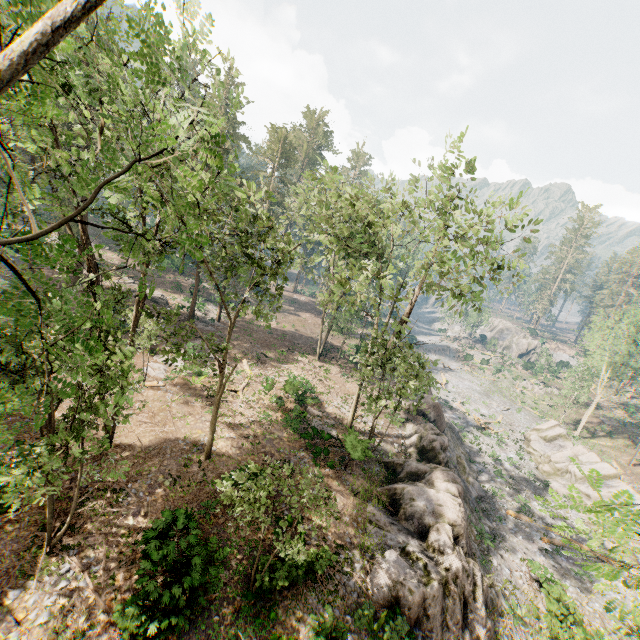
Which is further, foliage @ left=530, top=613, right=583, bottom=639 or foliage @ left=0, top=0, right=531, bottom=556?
foliage @ left=530, top=613, right=583, bottom=639

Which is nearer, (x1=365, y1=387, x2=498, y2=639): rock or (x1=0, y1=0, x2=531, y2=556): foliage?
(x1=0, y1=0, x2=531, y2=556): foliage

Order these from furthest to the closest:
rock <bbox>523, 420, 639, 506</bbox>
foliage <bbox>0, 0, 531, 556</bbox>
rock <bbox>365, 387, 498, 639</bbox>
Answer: rock <bbox>523, 420, 639, 506</bbox> < rock <bbox>365, 387, 498, 639</bbox> < foliage <bbox>0, 0, 531, 556</bbox>

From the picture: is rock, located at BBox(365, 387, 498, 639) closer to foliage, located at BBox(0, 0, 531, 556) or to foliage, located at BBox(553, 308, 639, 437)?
foliage, located at BBox(0, 0, 531, 556)

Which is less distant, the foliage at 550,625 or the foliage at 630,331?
the foliage at 550,625

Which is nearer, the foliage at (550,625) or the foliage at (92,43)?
the foliage at (92,43)

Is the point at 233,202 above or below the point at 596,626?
above
